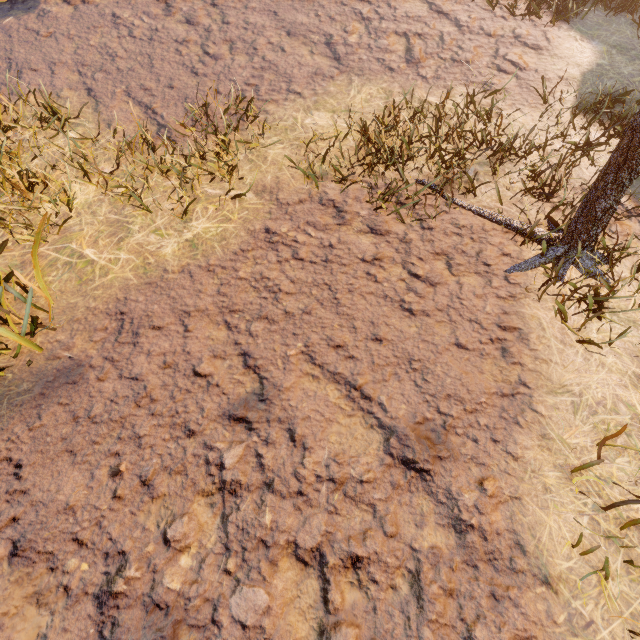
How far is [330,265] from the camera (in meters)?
3.36
